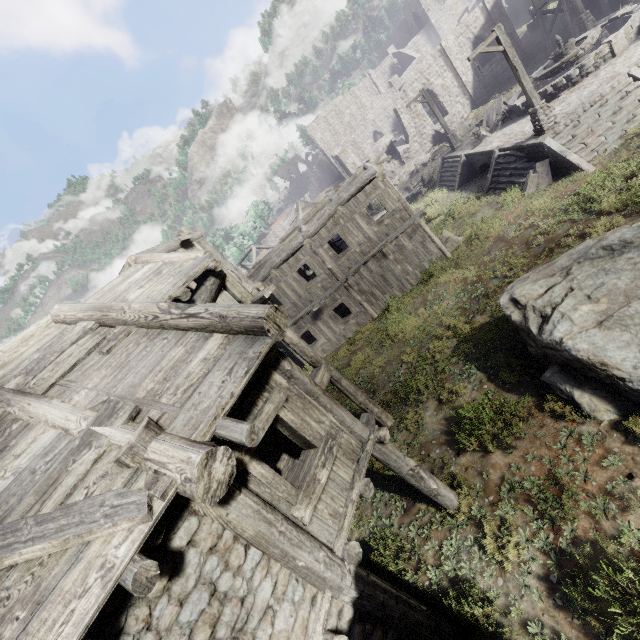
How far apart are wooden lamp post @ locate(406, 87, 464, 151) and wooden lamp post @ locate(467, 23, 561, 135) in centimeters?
910cm

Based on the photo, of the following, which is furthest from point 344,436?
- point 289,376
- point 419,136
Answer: point 419,136

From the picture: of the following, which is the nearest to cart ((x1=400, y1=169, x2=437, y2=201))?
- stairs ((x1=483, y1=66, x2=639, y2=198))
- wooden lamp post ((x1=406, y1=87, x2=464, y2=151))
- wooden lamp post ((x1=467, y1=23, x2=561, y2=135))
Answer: wooden lamp post ((x1=406, y1=87, x2=464, y2=151))

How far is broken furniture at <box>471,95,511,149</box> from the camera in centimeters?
1972cm

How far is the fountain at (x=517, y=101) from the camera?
17.8 meters

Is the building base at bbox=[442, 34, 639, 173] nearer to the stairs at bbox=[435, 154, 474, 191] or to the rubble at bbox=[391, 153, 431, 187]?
the stairs at bbox=[435, 154, 474, 191]

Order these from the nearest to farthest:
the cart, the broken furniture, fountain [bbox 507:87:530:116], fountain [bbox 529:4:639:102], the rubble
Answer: fountain [bbox 529:4:639:102]
fountain [bbox 507:87:530:116]
the broken furniture
the cart
the rubble

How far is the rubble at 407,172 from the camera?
36.2 meters
